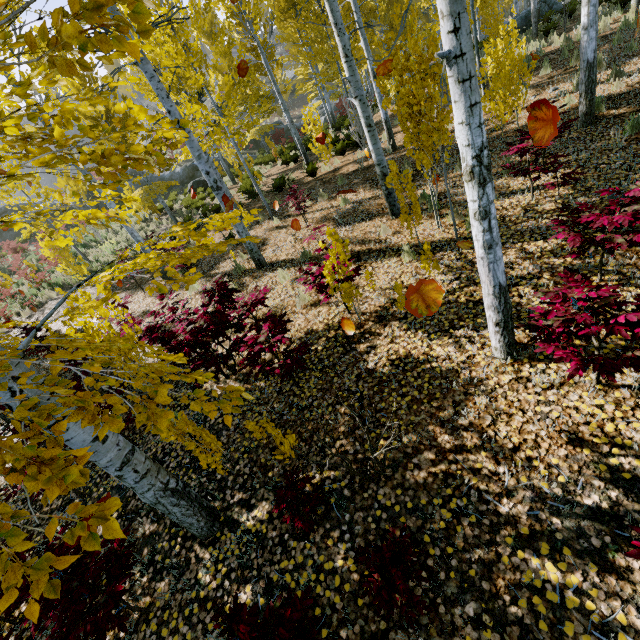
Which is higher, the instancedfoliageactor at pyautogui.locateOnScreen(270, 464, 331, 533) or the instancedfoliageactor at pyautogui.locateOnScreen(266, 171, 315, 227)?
the instancedfoliageactor at pyautogui.locateOnScreen(266, 171, 315, 227)

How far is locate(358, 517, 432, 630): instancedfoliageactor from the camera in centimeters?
229cm

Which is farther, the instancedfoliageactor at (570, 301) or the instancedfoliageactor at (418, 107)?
the instancedfoliageactor at (570, 301)

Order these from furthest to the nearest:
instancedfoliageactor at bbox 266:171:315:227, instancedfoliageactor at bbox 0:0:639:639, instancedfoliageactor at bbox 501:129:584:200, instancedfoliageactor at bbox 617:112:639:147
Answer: instancedfoliageactor at bbox 266:171:315:227 < instancedfoliageactor at bbox 617:112:639:147 < instancedfoliageactor at bbox 501:129:584:200 < instancedfoliageactor at bbox 0:0:639:639

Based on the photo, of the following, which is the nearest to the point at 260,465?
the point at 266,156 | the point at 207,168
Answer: the point at 207,168

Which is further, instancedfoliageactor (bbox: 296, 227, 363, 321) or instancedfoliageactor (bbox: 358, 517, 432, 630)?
instancedfoliageactor (bbox: 296, 227, 363, 321)

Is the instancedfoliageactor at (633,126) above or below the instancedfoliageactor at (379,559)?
above
